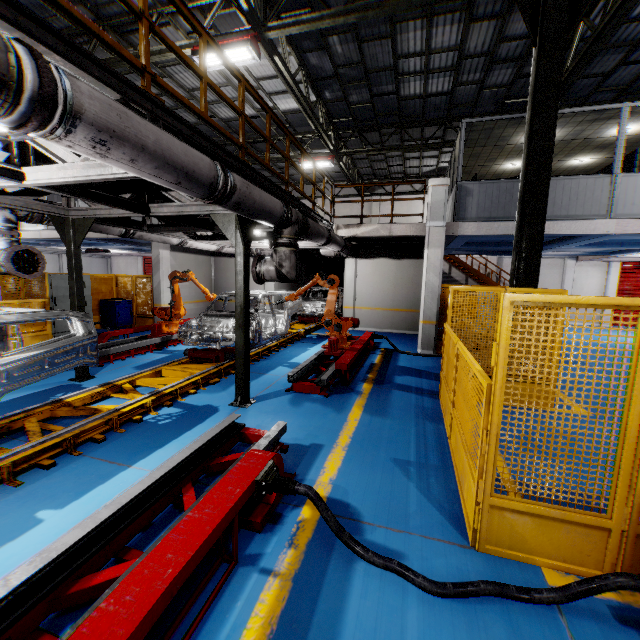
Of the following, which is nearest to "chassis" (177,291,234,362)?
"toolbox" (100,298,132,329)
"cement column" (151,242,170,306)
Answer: "cement column" (151,242,170,306)

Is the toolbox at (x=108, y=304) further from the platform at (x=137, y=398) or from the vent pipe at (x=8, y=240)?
the platform at (x=137, y=398)

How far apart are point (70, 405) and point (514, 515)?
→ 6.28m

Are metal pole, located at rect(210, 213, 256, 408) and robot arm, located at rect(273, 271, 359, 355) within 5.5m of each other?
yes

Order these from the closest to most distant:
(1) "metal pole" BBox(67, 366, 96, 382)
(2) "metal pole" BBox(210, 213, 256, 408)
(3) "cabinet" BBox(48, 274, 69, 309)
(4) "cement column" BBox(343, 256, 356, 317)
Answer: (2) "metal pole" BBox(210, 213, 256, 408) → (1) "metal pole" BBox(67, 366, 96, 382) → (3) "cabinet" BBox(48, 274, 69, 309) → (4) "cement column" BBox(343, 256, 356, 317)

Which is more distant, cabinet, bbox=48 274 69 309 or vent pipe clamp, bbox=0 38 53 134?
cabinet, bbox=48 274 69 309

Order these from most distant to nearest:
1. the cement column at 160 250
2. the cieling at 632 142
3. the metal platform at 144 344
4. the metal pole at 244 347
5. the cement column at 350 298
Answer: the cement column at 350 298, the cement column at 160 250, the cieling at 632 142, the metal platform at 144 344, the metal pole at 244 347

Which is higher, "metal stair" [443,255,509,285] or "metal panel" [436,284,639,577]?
"metal stair" [443,255,509,285]
